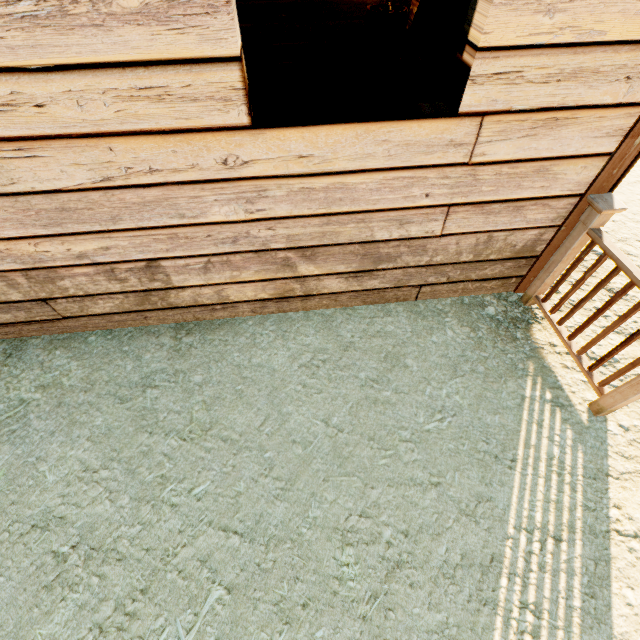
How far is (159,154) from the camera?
1.7 meters

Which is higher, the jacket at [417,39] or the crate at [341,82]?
the jacket at [417,39]

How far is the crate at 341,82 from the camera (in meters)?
4.57

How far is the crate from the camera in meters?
4.6

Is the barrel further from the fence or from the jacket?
the fence

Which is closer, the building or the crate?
the building

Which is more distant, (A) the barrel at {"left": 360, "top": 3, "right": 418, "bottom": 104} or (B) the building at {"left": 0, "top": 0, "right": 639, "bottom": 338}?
(A) the barrel at {"left": 360, "top": 3, "right": 418, "bottom": 104}

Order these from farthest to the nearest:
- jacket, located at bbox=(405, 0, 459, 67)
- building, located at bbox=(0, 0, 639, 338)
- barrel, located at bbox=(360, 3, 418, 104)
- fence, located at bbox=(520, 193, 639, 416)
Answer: barrel, located at bbox=(360, 3, 418, 104) → jacket, located at bbox=(405, 0, 459, 67) → fence, located at bbox=(520, 193, 639, 416) → building, located at bbox=(0, 0, 639, 338)
